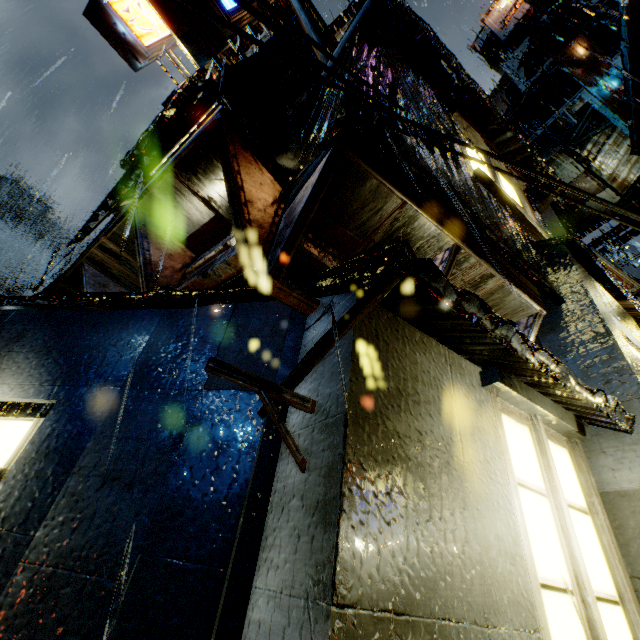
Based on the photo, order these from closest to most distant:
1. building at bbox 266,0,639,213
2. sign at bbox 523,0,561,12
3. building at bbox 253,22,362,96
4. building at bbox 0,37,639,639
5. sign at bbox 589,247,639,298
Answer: building at bbox 0,37,639,639 < building at bbox 253,22,362,96 < building at bbox 266,0,639,213 < sign at bbox 523,0,561,12 < sign at bbox 589,247,639,298

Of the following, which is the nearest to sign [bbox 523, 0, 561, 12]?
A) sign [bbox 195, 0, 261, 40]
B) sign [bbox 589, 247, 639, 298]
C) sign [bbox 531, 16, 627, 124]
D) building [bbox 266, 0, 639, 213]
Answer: building [bbox 266, 0, 639, 213]

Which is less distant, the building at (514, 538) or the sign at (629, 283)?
the building at (514, 538)

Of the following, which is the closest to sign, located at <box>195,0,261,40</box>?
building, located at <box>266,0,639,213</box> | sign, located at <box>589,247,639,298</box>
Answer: building, located at <box>266,0,639,213</box>

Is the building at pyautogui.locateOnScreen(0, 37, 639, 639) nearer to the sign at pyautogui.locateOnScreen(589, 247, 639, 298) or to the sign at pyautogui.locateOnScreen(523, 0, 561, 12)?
the sign at pyautogui.locateOnScreen(523, 0, 561, 12)

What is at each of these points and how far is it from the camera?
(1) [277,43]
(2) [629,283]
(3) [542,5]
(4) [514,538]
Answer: (1) building, 4.8m
(2) sign, 12.6m
(3) sign, 7.4m
(4) building, 2.2m

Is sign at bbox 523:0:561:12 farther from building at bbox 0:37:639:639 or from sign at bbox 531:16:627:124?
sign at bbox 531:16:627:124

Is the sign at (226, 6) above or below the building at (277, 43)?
below
